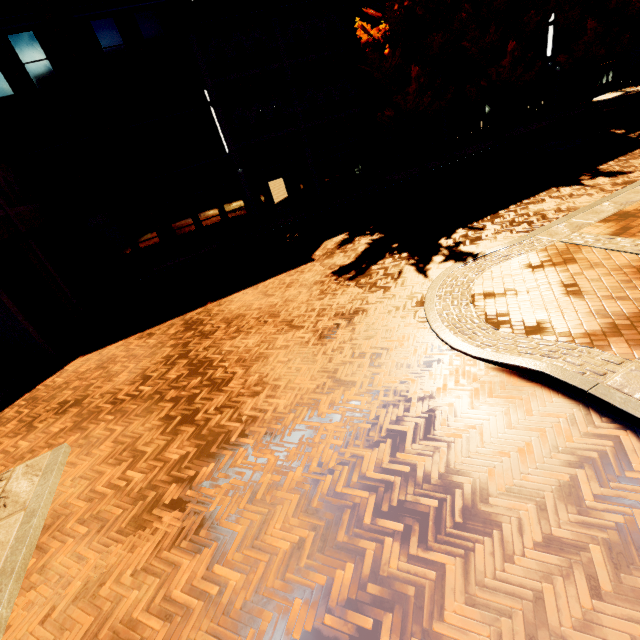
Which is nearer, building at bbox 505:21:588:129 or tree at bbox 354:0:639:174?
tree at bbox 354:0:639:174

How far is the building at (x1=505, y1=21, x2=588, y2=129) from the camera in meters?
23.9

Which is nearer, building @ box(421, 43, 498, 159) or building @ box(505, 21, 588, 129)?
building @ box(421, 43, 498, 159)

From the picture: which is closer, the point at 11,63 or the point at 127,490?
the point at 127,490

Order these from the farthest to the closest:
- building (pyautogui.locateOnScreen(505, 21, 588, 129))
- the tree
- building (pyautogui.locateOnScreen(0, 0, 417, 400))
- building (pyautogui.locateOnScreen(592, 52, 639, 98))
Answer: building (pyautogui.locateOnScreen(592, 52, 639, 98)), building (pyautogui.locateOnScreen(505, 21, 588, 129)), the tree, building (pyautogui.locateOnScreen(0, 0, 417, 400))

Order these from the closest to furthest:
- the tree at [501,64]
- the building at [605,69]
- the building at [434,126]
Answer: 1. the tree at [501,64]
2. the building at [434,126]
3. the building at [605,69]

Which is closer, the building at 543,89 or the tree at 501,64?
the tree at 501,64
